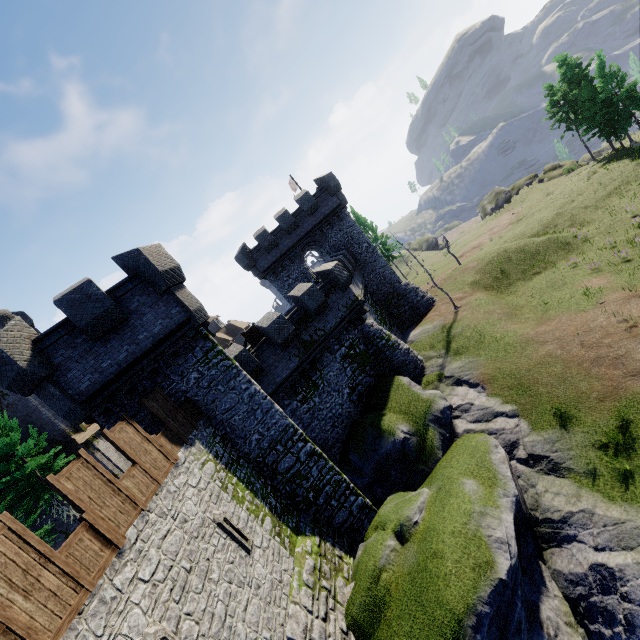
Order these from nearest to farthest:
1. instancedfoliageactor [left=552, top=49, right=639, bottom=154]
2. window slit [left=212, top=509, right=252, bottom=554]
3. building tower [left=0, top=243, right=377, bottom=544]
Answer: window slit [left=212, top=509, right=252, bottom=554]
building tower [left=0, top=243, right=377, bottom=544]
instancedfoliageactor [left=552, top=49, right=639, bottom=154]

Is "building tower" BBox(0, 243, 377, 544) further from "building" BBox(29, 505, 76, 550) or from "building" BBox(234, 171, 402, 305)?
"building" BBox(29, 505, 76, 550)

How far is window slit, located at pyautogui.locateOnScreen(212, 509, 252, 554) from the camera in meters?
9.8 m

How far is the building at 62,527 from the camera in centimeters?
2742cm

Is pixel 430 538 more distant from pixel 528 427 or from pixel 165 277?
pixel 165 277

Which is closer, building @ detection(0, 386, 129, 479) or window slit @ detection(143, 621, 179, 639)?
window slit @ detection(143, 621, 179, 639)

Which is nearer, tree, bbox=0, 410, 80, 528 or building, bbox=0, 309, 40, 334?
tree, bbox=0, 410, 80, 528

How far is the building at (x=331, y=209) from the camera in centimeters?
2906cm
